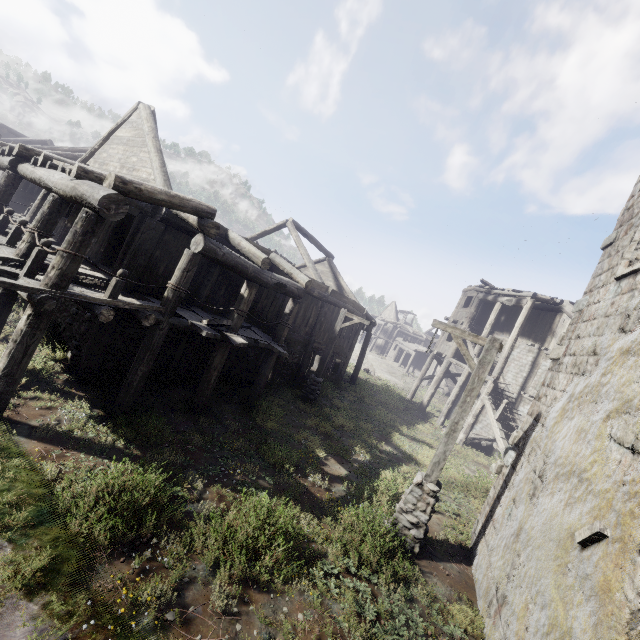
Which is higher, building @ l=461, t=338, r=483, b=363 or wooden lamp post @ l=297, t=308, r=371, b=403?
building @ l=461, t=338, r=483, b=363

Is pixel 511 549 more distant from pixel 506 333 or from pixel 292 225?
pixel 506 333

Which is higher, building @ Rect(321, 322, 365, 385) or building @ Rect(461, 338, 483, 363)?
building @ Rect(461, 338, 483, 363)

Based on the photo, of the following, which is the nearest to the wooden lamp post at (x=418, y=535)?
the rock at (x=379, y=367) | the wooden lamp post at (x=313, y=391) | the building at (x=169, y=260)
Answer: the building at (x=169, y=260)

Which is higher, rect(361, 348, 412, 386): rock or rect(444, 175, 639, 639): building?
rect(444, 175, 639, 639): building

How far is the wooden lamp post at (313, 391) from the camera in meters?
15.2

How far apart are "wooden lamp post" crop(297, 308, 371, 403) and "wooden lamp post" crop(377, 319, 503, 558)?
6.28m

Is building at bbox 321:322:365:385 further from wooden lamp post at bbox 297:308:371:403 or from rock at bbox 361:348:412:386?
wooden lamp post at bbox 297:308:371:403
